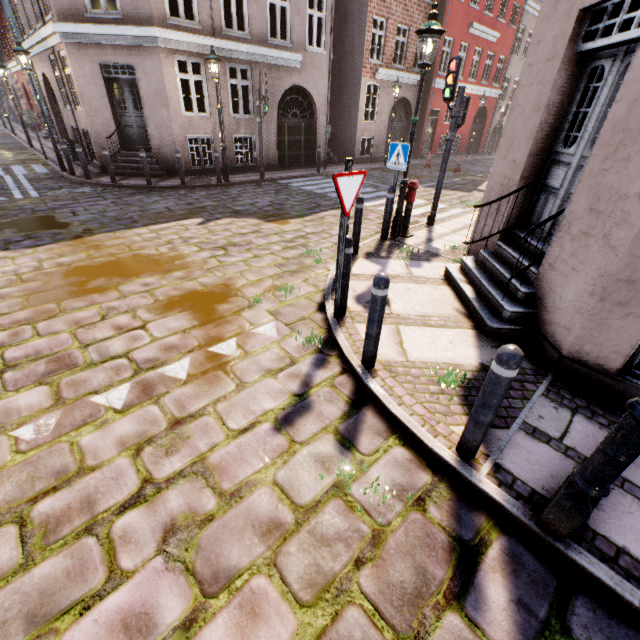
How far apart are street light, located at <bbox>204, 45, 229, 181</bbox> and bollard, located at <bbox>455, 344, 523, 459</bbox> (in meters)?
12.32

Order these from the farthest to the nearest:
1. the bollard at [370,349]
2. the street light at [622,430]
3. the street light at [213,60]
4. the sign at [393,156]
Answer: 1. the street light at [213,60]
2. the sign at [393,156]
3. the bollard at [370,349]
4. the street light at [622,430]

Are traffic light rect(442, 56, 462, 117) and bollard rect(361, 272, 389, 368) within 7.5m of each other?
yes

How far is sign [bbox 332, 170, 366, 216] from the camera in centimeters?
335cm

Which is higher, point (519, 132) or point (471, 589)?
point (519, 132)

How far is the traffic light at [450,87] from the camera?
6.75m

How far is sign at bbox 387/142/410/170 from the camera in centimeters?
649cm

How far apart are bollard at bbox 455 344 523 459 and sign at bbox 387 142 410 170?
5.5m
